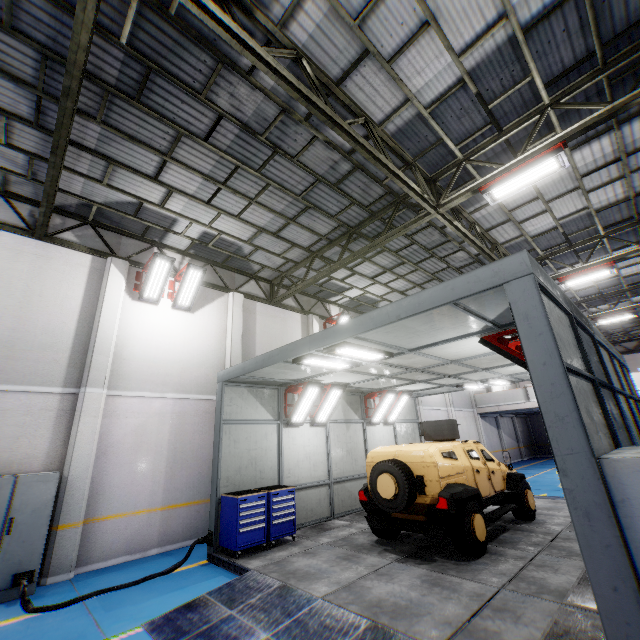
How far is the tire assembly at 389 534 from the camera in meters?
7.5

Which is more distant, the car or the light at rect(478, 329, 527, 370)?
the car

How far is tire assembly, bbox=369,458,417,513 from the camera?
6.54m

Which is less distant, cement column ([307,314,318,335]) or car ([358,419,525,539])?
car ([358,419,525,539])

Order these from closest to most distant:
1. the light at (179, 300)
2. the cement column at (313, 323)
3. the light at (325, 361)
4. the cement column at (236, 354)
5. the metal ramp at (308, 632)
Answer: the metal ramp at (308, 632) → the light at (325, 361) → the light at (179, 300) → the cement column at (236, 354) → the cement column at (313, 323)

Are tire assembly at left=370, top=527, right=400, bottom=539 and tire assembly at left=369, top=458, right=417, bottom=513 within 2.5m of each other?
yes

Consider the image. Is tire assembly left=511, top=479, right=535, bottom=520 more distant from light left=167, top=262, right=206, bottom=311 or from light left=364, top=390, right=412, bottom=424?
light left=167, top=262, right=206, bottom=311

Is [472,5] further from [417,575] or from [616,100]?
[417,575]
